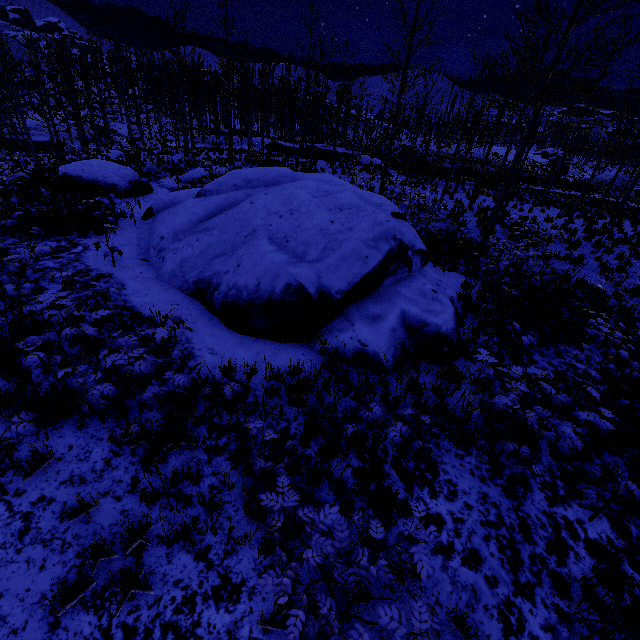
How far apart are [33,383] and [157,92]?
62.4m

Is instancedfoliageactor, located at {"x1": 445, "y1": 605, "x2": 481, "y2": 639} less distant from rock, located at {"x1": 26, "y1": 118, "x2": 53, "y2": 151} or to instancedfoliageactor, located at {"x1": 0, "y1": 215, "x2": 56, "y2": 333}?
instancedfoliageactor, located at {"x1": 0, "y1": 215, "x2": 56, "y2": 333}

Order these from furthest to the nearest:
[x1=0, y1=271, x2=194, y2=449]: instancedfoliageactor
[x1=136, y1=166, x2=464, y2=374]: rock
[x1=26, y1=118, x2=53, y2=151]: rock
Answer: [x1=26, y1=118, x2=53, y2=151]: rock < [x1=136, y1=166, x2=464, y2=374]: rock < [x1=0, y1=271, x2=194, y2=449]: instancedfoliageactor

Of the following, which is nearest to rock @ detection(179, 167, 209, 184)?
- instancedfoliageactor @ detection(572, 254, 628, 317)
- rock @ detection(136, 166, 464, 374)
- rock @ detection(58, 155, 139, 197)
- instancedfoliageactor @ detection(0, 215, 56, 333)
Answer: rock @ detection(58, 155, 139, 197)

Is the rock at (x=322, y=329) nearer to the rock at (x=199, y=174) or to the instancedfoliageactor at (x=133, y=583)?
the instancedfoliageactor at (x=133, y=583)

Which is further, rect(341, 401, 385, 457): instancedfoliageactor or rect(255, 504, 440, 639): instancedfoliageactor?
rect(341, 401, 385, 457): instancedfoliageactor

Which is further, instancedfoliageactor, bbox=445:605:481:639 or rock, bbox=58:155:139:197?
rock, bbox=58:155:139:197

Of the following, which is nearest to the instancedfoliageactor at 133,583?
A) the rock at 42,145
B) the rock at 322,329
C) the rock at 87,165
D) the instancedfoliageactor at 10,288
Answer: the rock at 322,329
